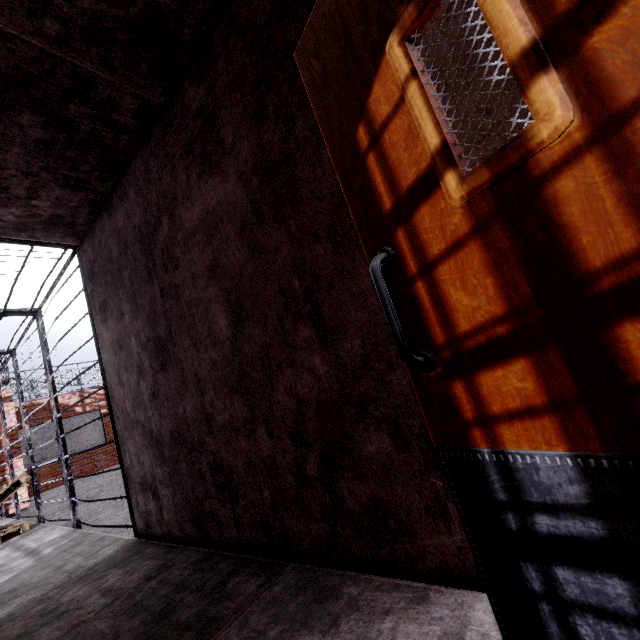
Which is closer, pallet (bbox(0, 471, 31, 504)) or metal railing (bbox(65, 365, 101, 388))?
pallet (bbox(0, 471, 31, 504))

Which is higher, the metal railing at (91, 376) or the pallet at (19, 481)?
the metal railing at (91, 376)

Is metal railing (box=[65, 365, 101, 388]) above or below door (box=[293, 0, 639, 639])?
above

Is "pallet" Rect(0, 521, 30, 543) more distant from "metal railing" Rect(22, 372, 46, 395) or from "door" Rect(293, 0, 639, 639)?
"door" Rect(293, 0, 639, 639)

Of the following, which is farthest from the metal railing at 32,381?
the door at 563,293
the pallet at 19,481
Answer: the door at 563,293

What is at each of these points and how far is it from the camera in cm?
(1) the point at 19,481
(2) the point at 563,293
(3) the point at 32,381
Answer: (1) pallet, 511
(2) door, 66
(3) metal railing, 1115

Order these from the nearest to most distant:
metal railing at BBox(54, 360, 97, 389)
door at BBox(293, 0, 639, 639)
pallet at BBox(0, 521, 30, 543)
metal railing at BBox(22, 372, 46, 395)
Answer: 1. door at BBox(293, 0, 639, 639)
2. pallet at BBox(0, 521, 30, 543)
3. metal railing at BBox(22, 372, 46, 395)
4. metal railing at BBox(54, 360, 97, 389)
